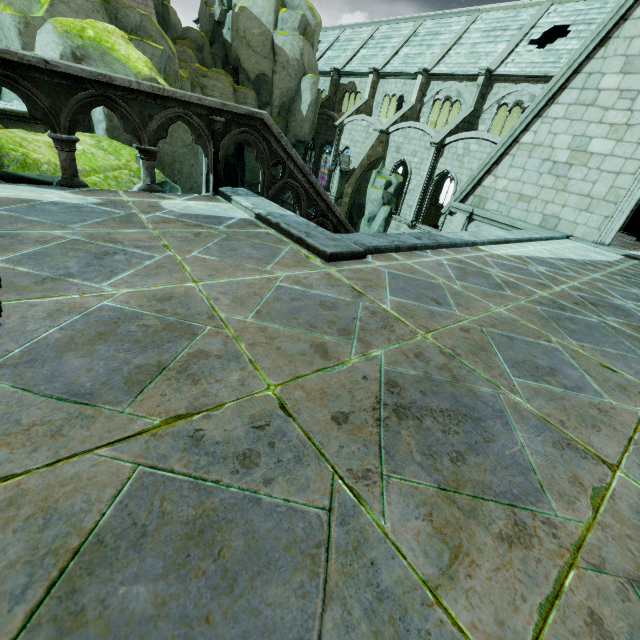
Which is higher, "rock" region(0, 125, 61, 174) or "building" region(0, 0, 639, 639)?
"building" region(0, 0, 639, 639)

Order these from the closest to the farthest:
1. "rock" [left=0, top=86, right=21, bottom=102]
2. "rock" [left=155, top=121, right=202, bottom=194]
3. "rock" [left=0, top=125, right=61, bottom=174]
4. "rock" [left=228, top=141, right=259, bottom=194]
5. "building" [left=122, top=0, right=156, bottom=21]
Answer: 1. "rock" [left=0, top=125, right=61, bottom=174]
2. "rock" [left=155, top=121, right=202, bottom=194]
3. "rock" [left=0, top=86, right=21, bottom=102]
4. "building" [left=122, top=0, right=156, bottom=21]
5. "rock" [left=228, top=141, right=259, bottom=194]

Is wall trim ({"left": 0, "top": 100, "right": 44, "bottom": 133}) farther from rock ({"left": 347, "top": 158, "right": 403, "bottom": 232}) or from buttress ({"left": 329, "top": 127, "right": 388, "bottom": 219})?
rock ({"left": 347, "top": 158, "right": 403, "bottom": 232})

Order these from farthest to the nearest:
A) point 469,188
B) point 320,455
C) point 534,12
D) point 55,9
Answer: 1. point 534,12
2. point 55,9
3. point 469,188
4. point 320,455

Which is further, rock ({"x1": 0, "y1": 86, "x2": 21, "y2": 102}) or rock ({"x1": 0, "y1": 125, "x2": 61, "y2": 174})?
rock ({"x1": 0, "y1": 86, "x2": 21, "y2": 102})

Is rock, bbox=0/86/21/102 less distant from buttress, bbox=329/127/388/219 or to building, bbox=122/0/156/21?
building, bbox=122/0/156/21

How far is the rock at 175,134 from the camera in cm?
852
